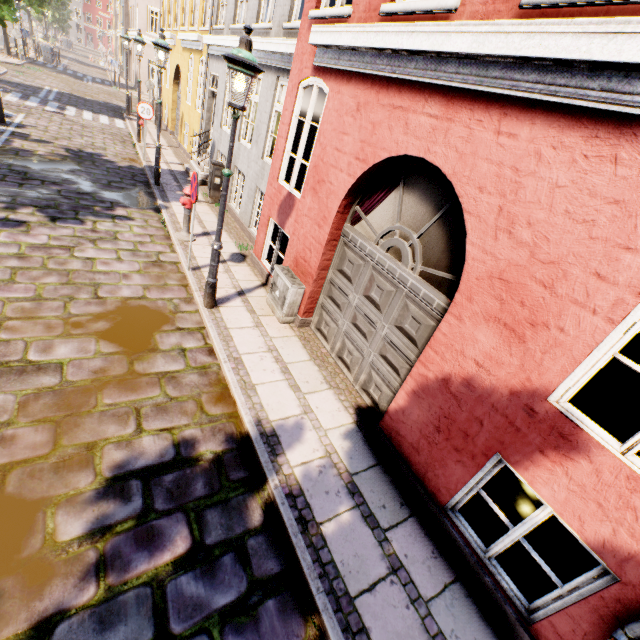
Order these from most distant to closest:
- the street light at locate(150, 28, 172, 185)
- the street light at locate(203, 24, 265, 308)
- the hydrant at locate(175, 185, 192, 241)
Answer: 1. the street light at locate(150, 28, 172, 185)
2. the hydrant at locate(175, 185, 192, 241)
3. the street light at locate(203, 24, 265, 308)

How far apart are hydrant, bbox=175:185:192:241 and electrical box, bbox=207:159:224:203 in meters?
3.0

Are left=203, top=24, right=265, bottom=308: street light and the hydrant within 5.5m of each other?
yes

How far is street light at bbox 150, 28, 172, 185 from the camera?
8.42m

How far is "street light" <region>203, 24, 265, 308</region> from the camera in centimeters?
382cm

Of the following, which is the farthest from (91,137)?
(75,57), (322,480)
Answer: (75,57)

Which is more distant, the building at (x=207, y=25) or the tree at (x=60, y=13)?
the tree at (x=60, y=13)

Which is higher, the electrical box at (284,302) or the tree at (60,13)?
the tree at (60,13)
